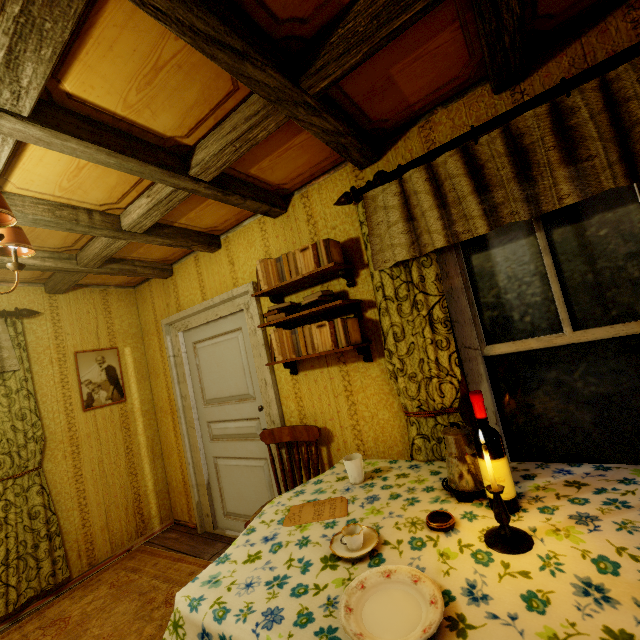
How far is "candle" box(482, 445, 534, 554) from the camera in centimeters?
106cm

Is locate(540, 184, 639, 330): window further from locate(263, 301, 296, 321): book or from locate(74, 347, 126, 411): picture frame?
locate(74, 347, 126, 411): picture frame

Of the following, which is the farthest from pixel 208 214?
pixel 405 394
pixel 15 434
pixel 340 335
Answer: pixel 15 434

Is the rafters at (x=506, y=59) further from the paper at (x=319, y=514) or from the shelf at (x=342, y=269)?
the paper at (x=319, y=514)

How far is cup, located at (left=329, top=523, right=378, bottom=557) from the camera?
1.20m

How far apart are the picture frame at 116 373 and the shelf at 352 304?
2.3m

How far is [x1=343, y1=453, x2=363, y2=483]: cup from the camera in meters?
1.8

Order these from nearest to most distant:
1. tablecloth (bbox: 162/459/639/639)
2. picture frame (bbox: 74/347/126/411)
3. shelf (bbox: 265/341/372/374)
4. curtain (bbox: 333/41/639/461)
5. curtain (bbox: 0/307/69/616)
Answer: tablecloth (bbox: 162/459/639/639) < curtain (bbox: 333/41/639/461) < shelf (bbox: 265/341/372/374) < curtain (bbox: 0/307/69/616) < picture frame (bbox: 74/347/126/411)
